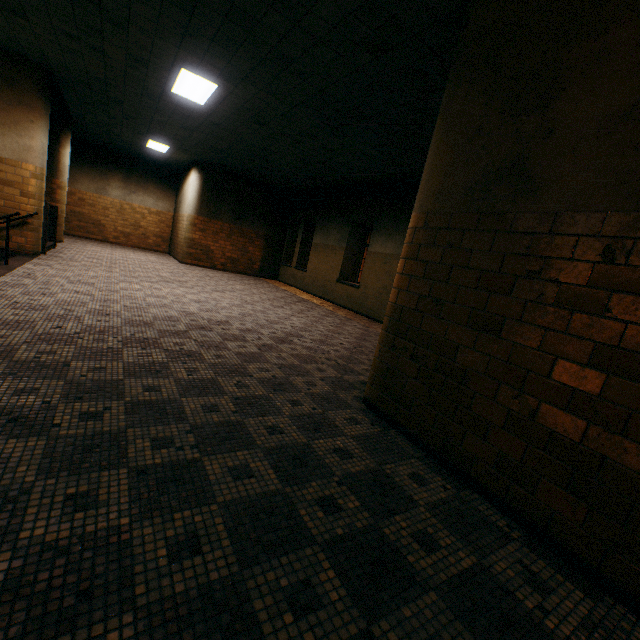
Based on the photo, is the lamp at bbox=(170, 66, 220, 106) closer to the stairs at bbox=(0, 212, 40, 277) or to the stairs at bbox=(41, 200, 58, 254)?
the stairs at bbox=(41, 200, 58, 254)

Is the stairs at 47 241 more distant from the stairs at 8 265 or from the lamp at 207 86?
the lamp at 207 86

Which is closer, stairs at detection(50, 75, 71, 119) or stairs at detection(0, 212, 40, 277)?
stairs at detection(0, 212, 40, 277)

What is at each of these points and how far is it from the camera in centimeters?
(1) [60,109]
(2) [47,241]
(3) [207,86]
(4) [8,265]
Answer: (1) stairs, 924cm
(2) stairs, 802cm
(3) lamp, 592cm
(4) stairs, 593cm

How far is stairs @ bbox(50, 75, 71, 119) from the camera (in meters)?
7.84
